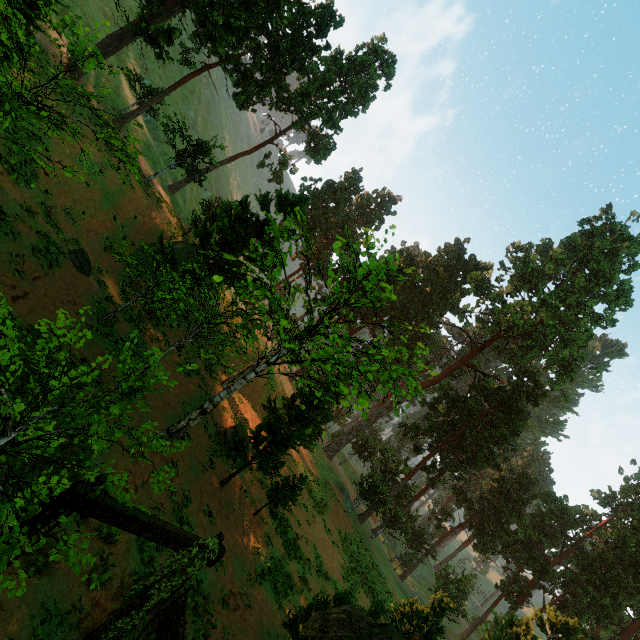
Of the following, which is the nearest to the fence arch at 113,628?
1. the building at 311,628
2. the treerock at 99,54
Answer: the building at 311,628

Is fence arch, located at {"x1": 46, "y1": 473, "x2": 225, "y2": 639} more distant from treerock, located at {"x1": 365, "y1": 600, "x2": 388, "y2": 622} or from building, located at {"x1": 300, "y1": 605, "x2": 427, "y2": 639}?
treerock, located at {"x1": 365, "y1": 600, "x2": 388, "y2": 622}

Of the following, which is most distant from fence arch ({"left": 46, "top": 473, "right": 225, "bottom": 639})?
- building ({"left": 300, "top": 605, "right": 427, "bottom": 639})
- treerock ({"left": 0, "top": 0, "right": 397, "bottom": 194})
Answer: treerock ({"left": 0, "top": 0, "right": 397, "bottom": 194})

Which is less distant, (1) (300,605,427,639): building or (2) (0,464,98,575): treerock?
(2) (0,464,98,575): treerock

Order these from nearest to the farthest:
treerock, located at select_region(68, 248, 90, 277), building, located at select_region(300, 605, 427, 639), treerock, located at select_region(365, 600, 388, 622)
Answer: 1. building, located at select_region(300, 605, 427, 639)
2. treerock, located at select_region(365, 600, 388, 622)
3. treerock, located at select_region(68, 248, 90, 277)

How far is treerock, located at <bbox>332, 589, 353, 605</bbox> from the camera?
12.70m

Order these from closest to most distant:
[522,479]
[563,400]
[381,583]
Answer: [381,583], [563,400], [522,479]

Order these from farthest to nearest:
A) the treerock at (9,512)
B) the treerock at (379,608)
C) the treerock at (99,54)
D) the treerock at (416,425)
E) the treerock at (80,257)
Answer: the treerock at (416,425)
the treerock at (80,257)
the treerock at (379,608)
the treerock at (99,54)
the treerock at (9,512)
